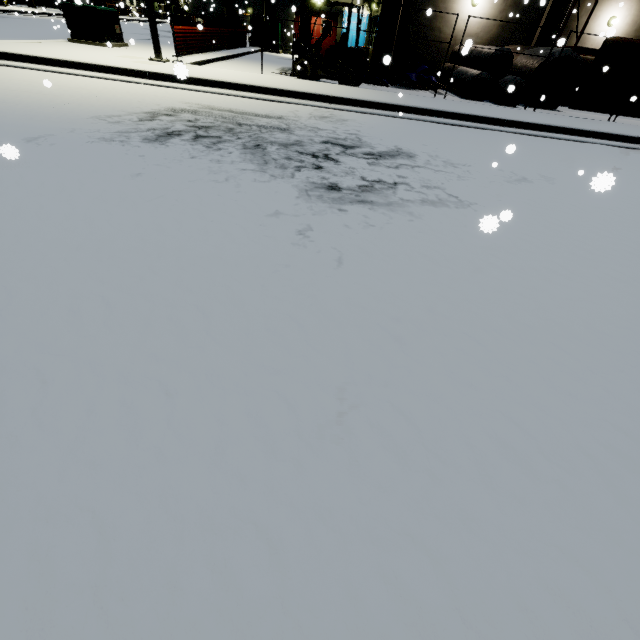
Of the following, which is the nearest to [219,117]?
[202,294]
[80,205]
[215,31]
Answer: [80,205]

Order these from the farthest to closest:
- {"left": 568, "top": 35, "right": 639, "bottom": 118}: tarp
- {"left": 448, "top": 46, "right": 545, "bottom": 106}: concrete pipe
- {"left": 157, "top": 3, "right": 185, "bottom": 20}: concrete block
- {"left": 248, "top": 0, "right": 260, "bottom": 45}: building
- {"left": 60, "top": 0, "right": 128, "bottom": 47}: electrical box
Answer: {"left": 157, "top": 3, "right": 185, "bottom": 20}: concrete block < {"left": 248, "top": 0, "right": 260, "bottom": 45}: building < {"left": 448, "top": 46, "right": 545, "bottom": 106}: concrete pipe < {"left": 60, "top": 0, "right": 128, "bottom": 47}: electrical box < {"left": 568, "top": 35, "right": 639, "bottom": 118}: tarp

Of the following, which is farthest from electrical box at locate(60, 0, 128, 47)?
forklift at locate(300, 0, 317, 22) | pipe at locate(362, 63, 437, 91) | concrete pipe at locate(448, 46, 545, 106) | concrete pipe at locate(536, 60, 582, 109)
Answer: concrete pipe at locate(536, 60, 582, 109)

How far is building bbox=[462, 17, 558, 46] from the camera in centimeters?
1602cm

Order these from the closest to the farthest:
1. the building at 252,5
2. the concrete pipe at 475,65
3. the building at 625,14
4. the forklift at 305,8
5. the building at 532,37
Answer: the forklift at 305,8, the concrete pipe at 475,65, the building at 625,14, the building at 532,37, the building at 252,5

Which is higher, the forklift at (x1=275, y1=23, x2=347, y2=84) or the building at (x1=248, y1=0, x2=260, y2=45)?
the building at (x1=248, y1=0, x2=260, y2=45)

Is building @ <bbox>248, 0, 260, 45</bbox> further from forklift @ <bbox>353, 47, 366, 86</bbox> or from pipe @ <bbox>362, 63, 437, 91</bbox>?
forklift @ <bbox>353, 47, 366, 86</bbox>

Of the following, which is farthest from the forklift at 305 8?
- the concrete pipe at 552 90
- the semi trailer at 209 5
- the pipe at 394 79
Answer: the semi trailer at 209 5
